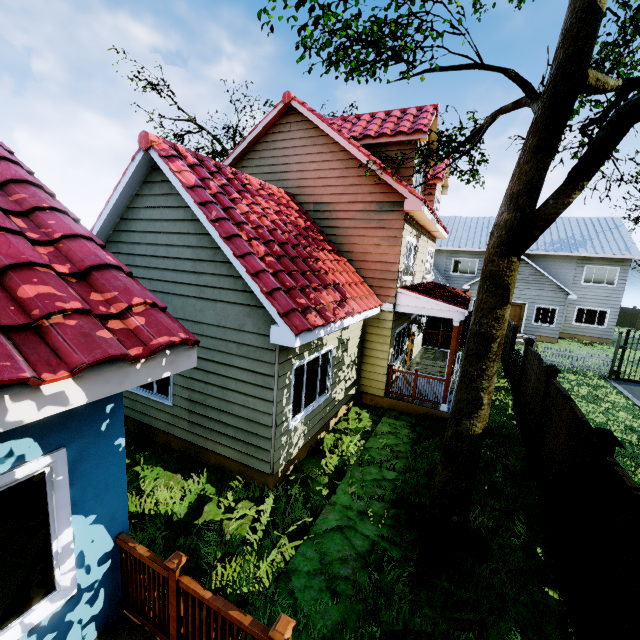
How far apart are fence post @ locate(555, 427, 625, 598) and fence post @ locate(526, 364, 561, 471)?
2.92m

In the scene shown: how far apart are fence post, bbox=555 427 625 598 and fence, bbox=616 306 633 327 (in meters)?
39.27

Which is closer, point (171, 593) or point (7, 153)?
point (171, 593)

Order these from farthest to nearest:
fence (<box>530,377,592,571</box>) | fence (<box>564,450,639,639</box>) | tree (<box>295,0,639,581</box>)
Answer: fence (<box>530,377,592,571</box>) → tree (<box>295,0,639,581</box>) → fence (<box>564,450,639,639</box>)

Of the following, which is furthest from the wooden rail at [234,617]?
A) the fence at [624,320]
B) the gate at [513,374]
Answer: the fence at [624,320]

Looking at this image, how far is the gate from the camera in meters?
11.6 m

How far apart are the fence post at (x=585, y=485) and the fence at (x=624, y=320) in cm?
3927

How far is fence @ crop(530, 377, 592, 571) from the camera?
4.91m
